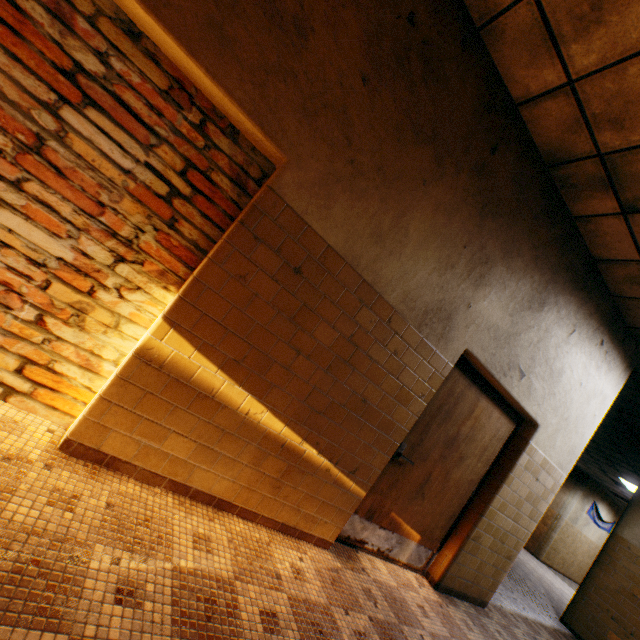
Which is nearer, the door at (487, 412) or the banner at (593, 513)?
the door at (487, 412)

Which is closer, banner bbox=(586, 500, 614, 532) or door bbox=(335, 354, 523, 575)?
door bbox=(335, 354, 523, 575)

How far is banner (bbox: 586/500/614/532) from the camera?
13.8 meters

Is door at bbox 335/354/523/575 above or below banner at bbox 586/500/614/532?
below

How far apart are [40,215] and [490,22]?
3.3 meters

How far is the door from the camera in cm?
321

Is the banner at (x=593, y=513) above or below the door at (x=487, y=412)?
above
